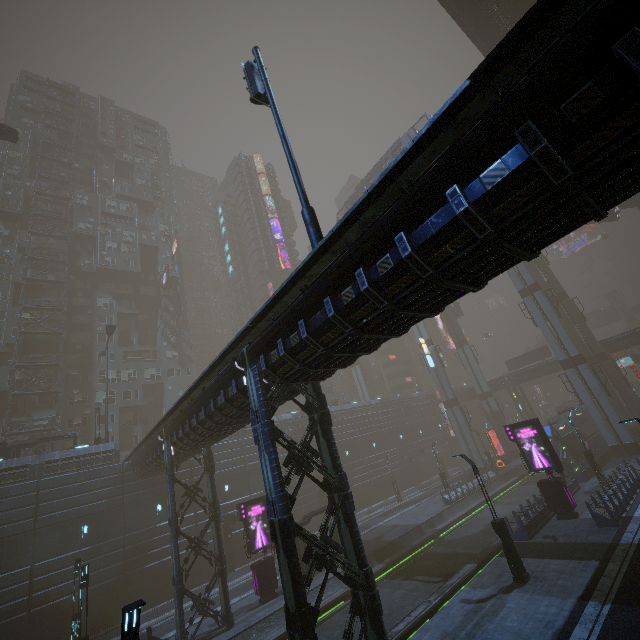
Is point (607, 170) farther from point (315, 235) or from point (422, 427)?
point (422, 427)

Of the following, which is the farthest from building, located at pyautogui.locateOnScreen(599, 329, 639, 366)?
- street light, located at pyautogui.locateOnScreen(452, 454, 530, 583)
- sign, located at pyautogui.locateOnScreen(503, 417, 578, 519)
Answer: street light, located at pyautogui.locateOnScreen(452, 454, 530, 583)

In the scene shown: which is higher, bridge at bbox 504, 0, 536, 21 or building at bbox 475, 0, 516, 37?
bridge at bbox 504, 0, 536, 21

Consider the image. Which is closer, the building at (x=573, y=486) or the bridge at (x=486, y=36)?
the building at (x=573, y=486)

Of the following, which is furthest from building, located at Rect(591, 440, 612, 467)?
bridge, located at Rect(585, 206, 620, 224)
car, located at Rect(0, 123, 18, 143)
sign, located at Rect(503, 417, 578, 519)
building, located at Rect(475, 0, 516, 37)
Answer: bridge, located at Rect(585, 206, 620, 224)

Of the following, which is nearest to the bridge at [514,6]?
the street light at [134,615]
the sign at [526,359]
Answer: the sign at [526,359]

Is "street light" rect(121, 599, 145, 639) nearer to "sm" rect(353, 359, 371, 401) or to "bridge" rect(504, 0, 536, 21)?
"bridge" rect(504, 0, 536, 21)

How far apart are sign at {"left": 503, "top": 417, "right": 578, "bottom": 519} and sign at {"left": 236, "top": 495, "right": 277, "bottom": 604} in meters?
18.1 m
